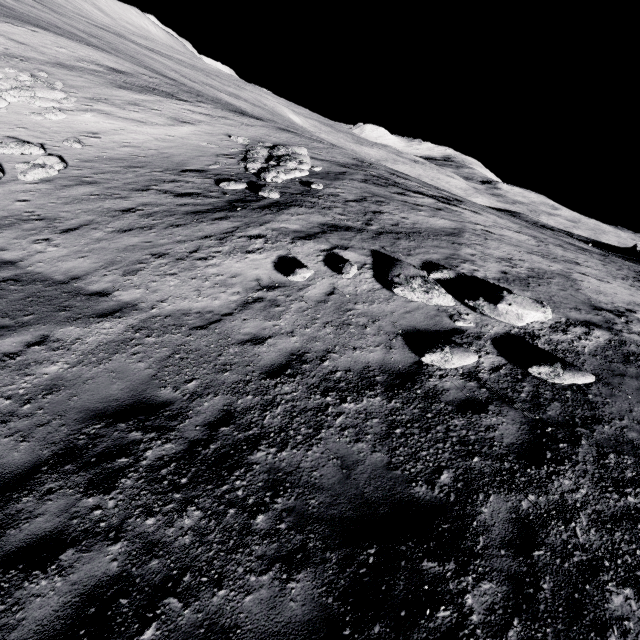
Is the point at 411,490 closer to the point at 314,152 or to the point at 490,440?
the point at 490,440

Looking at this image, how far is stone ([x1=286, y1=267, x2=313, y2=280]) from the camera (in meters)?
7.94

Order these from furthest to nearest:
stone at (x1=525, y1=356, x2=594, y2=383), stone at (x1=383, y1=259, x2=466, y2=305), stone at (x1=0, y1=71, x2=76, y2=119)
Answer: stone at (x1=0, y1=71, x2=76, y2=119) < stone at (x1=383, y1=259, x2=466, y2=305) < stone at (x1=525, y1=356, x2=594, y2=383)

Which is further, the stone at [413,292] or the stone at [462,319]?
the stone at [413,292]

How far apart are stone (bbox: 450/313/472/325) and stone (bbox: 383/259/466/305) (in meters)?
0.31

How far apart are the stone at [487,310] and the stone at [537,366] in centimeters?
95cm

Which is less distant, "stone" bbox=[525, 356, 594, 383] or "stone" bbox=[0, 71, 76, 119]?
"stone" bbox=[525, 356, 594, 383]

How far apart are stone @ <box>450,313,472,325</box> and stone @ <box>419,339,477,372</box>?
0.7m
